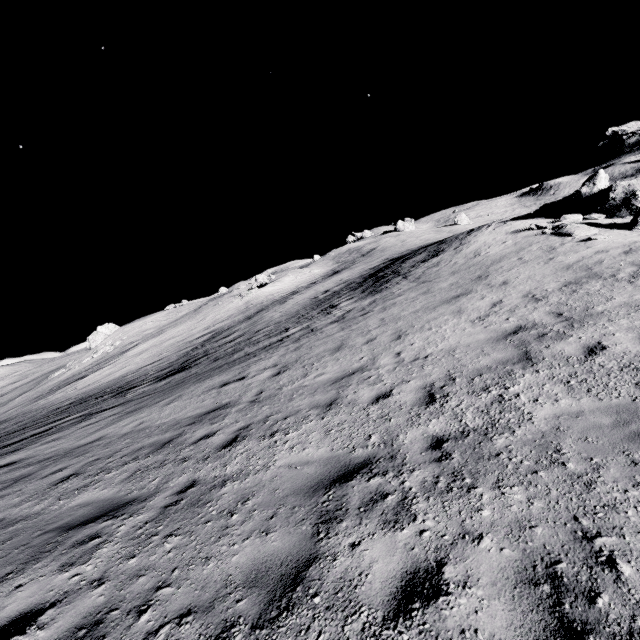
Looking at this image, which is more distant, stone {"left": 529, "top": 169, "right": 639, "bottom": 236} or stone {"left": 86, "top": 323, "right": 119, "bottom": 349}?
stone {"left": 86, "top": 323, "right": 119, "bottom": 349}

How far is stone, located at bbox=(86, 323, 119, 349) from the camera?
52.72m

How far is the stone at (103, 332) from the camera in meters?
52.7 m

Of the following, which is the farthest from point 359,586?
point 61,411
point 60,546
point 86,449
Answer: point 61,411

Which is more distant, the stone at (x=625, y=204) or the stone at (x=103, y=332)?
the stone at (x=103, y=332)

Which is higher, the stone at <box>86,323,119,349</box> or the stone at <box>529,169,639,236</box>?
the stone at <box>86,323,119,349</box>
